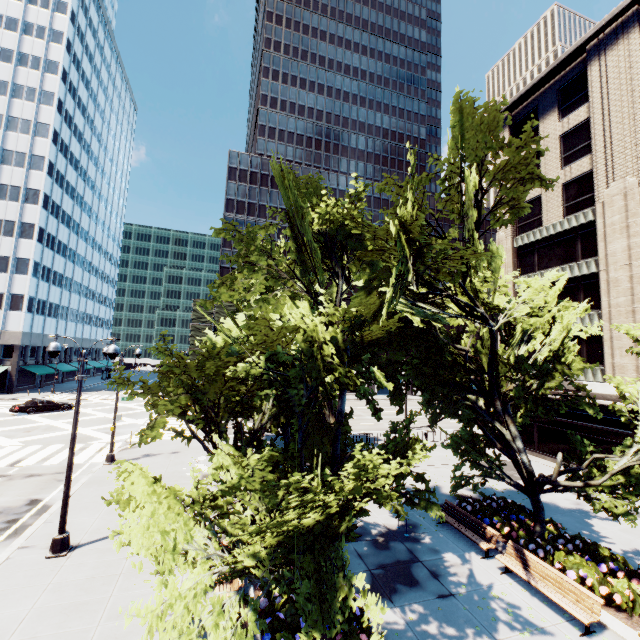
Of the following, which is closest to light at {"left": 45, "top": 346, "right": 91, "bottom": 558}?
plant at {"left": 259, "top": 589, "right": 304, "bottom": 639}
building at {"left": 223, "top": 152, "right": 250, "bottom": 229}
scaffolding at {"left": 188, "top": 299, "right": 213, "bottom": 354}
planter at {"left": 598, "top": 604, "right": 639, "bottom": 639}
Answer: plant at {"left": 259, "top": 589, "right": 304, "bottom": 639}

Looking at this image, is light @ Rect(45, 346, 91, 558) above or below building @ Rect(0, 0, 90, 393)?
below

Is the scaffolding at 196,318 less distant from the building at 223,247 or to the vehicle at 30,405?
the building at 223,247

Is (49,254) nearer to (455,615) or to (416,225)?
(416,225)

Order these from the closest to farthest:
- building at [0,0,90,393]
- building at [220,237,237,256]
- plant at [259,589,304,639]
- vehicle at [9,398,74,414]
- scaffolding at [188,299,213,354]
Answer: plant at [259,589,304,639] → vehicle at [9,398,74,414] → building at [0,0,90,393] → scaffolding at [188,299,213,354] → building at [220,237,237,256]

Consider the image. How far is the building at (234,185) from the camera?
59.00m

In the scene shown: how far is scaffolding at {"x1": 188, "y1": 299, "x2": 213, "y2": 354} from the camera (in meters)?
51.44

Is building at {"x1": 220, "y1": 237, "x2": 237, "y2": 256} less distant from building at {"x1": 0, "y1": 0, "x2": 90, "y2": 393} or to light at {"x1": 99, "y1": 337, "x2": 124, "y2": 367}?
building at {"x1": 0, "y1": 0, "x2": 90, "y2": 393}
